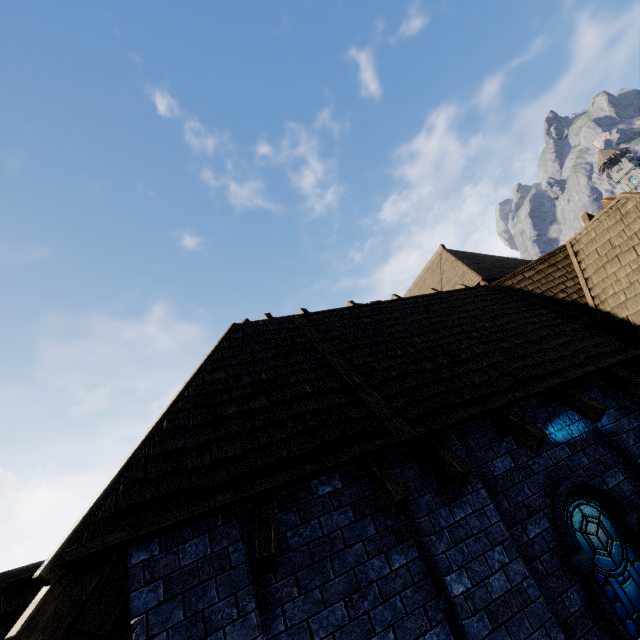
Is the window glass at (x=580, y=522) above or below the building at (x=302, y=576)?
below

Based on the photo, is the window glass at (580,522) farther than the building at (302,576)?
Yes

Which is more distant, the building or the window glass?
the window glass

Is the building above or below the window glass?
above

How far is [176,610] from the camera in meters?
2.8
